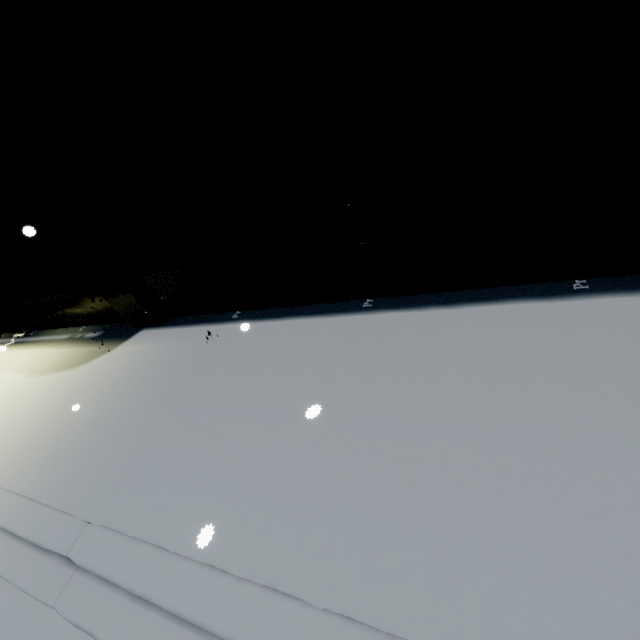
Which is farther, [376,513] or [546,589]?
[376,513]
